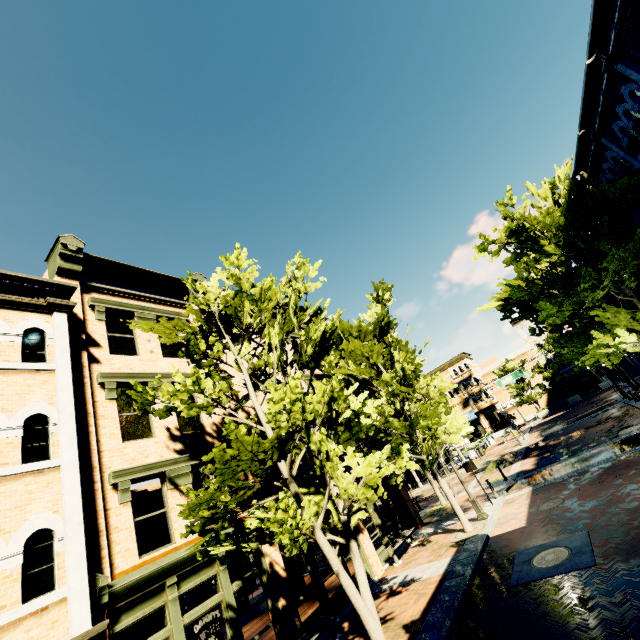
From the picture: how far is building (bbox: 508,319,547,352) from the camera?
48.02m

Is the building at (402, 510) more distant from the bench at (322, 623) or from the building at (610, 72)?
the building at (610, 72)

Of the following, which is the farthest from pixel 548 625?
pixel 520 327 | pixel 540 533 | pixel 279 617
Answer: pixel 520 327

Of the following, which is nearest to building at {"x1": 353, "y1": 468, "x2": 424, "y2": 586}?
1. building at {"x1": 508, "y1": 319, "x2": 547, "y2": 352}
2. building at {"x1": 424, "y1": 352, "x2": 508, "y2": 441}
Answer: building at {"x1": 424, "y1": 352, "x2": 508, "y2": 441}

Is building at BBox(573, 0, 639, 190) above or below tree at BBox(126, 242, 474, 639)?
above

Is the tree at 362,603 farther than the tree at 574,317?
No

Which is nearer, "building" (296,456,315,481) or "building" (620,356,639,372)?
"building" (296,456,315,481)

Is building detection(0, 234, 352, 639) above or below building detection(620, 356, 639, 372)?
above
